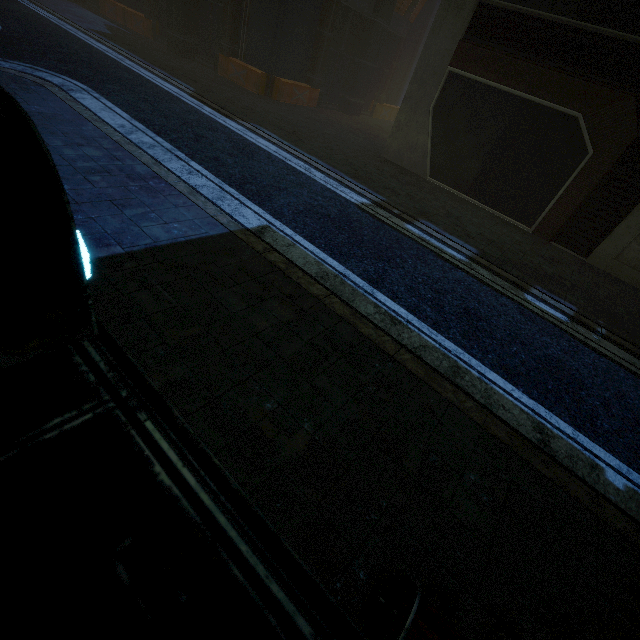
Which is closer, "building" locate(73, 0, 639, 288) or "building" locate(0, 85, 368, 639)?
"building" locate(0, 85, 368, 639)

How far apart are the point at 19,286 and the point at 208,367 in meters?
2.8 m

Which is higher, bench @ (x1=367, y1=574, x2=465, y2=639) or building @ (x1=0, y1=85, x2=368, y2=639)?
building @ (x1=0, y1=85, x2=368, y2=639)

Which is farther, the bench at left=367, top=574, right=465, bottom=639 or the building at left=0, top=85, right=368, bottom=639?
the bench at left=367, top=574, right=465, bottom=639

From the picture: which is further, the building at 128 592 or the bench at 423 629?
the bench at 423 629

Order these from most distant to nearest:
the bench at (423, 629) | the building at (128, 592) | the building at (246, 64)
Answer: the building at (246, 64) → the bench at (423, 629) → the building at (128, 592)

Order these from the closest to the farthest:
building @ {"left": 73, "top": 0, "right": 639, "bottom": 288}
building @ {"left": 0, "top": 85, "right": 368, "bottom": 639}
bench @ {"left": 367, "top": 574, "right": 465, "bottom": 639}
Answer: building @ {"left": 0, "top": 85, "right": 368, "bottom": 639} → bench @ {"left": 367, "top": 574, "right": 465, "bottom": 639} → building @ {"left": 73, "top": 0, "right": 639, "bottom": 288}
